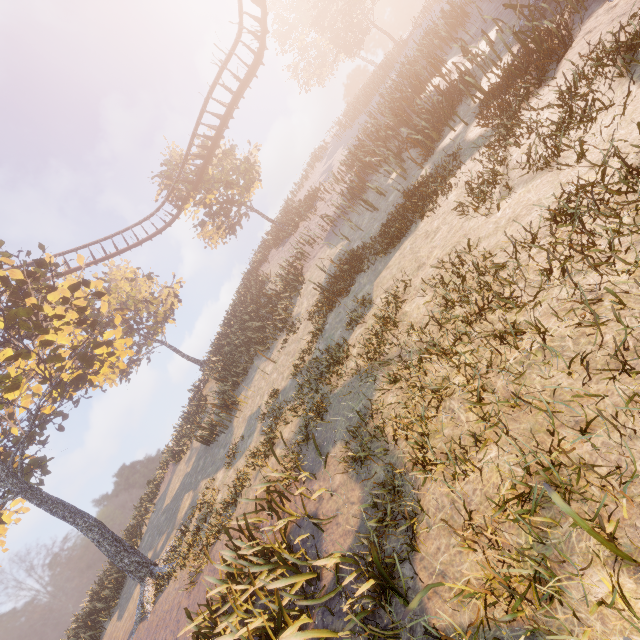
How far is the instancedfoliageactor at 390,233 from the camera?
8.5m

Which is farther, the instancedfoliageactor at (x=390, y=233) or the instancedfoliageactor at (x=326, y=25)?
the instancedfoliageactor at (x=390, y=233)

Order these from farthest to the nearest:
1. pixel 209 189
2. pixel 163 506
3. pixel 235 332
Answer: pixel 209 189, pixel 235 332, pixel 163 506

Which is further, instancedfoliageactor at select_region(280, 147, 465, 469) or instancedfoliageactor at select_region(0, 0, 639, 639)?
instancedfoliageactor at select_region(280, 147, 465, 469)

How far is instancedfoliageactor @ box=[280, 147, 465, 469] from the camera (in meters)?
8.55
